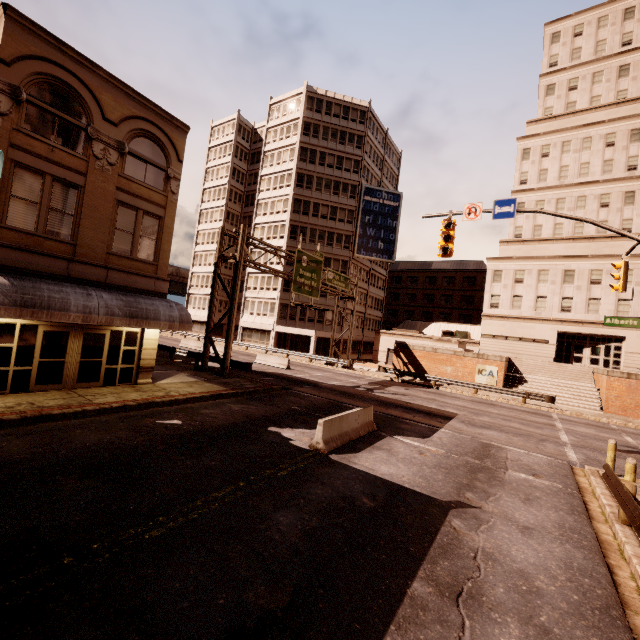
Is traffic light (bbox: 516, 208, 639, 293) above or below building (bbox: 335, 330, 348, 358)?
above

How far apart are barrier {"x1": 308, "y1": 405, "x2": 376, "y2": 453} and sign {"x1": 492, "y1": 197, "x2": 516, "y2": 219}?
9.0 meters

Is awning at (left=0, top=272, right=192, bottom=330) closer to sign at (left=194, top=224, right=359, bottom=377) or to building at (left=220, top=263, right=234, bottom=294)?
sign at (left=194, top=224, right=359, bottom=377)

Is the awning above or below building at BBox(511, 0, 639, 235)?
below

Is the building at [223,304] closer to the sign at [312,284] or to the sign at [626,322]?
the sign at [312,284]

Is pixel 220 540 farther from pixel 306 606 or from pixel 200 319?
pixel 200 319

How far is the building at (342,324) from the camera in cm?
4621

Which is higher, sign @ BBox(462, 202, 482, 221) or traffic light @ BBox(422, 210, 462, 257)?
sign @ BBox(462, 202, 482, 221)
